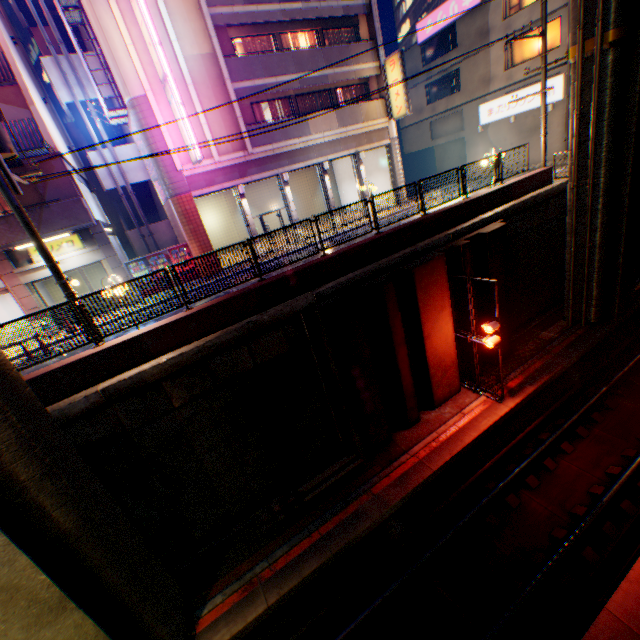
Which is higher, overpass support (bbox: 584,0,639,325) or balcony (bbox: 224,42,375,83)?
balcony (bbox: 224,42,375,83)

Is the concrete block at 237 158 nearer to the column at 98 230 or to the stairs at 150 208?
the column at 98 230

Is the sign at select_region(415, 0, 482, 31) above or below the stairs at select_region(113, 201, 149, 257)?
above

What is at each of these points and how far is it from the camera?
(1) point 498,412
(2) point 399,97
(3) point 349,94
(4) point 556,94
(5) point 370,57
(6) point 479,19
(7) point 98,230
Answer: (1) railway, 11.82m
(2) sign, 20.11m
(3) curtain, 21.70m
(4) sign, 21.42m
(5) balcony, 20.06m
(6) building, 23.58m
(7) column, 15.65m

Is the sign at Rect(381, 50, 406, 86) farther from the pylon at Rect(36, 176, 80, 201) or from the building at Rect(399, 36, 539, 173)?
the pylon at Rect(36, 176, 80, 201)

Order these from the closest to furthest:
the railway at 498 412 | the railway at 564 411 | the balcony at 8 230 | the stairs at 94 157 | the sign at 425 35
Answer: the railway at 564 411
the railway at 498 412
the balcony at 8 230
the stairs at 94 157
the sign at 425 35

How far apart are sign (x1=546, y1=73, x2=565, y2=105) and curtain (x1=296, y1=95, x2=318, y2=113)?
14.1 meters

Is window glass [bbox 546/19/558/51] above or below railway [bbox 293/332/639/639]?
above
